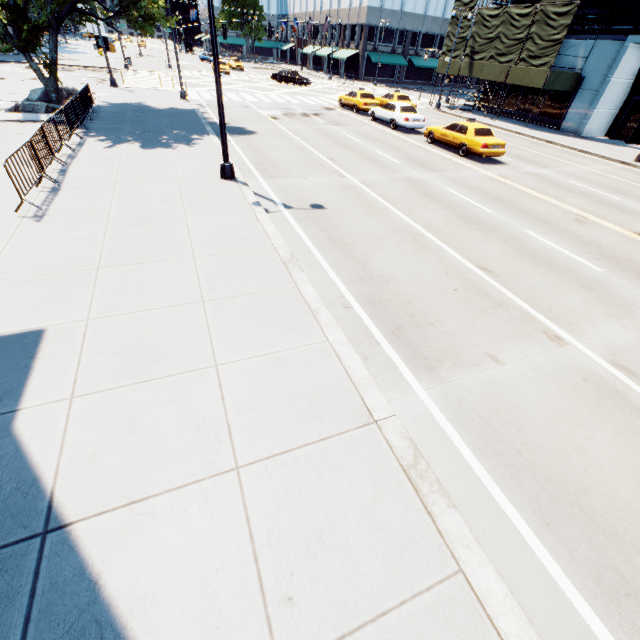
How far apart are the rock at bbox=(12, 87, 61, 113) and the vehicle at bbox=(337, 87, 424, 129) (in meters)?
19.23

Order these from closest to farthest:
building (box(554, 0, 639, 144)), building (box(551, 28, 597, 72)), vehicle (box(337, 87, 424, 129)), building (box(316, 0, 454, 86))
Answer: vehicle (box(337, 87, 424, 129)) → building (box(554, 0, 639, 144)) → building (box(551, 28, 597, 72)) → building (box(316, 0, 454, 86))

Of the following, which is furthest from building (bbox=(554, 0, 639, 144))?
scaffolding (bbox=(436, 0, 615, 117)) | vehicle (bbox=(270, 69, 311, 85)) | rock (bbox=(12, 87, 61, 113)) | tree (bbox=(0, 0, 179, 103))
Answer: rock (bbox=(12, 87, 61, 113))

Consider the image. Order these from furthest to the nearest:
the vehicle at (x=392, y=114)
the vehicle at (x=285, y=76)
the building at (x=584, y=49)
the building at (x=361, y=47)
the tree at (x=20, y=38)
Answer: the building at (x=361, y=47) → the vehicle at (x=285, y=76) → the building at (x=584, y=49) → the vehicle at (x=392, y=114) → the tree at (x=20, y=38)

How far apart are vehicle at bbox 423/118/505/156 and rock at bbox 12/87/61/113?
20.1 meters

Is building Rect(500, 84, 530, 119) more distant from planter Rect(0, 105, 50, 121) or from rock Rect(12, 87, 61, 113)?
rock Rect(12, 87, 61, 113)

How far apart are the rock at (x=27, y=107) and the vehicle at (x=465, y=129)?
20.12m

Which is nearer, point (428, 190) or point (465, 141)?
point (428, 190)
